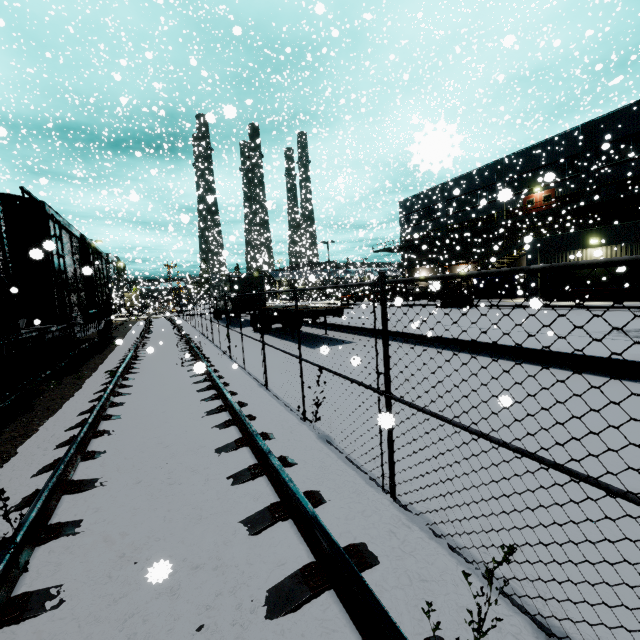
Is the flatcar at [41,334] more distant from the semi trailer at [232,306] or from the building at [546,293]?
the semi trailer at [232,306]

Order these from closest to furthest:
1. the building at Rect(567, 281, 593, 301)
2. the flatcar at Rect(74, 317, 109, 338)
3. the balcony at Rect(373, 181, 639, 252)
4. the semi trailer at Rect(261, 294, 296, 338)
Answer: the flatcar at Rect(74, 317, 109, 338)
the semi trailer at Rect(261, 294, 296, 338)
the building at Rect(567, 281, 593, 301)
the balcony at Rect(373, 181, 639, 252)

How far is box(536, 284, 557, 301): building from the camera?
24.1 meters

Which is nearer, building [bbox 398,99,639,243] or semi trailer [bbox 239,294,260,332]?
semi trailer [bbox 239,294,260,332]

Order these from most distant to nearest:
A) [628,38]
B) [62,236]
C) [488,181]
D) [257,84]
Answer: [257,84], [488,181], [628,38], [62,236]

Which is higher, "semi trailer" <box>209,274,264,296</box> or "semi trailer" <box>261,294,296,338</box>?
"semi trailer" <box>209,274,264,296</box>

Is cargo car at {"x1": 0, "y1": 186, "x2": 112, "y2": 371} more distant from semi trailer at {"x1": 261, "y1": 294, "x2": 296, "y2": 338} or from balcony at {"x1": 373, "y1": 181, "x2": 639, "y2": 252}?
balcony at {"x1": 373, "y1": 181, "x2": 639, "y2": 252}

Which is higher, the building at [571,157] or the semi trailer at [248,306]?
the building at [571,157]
